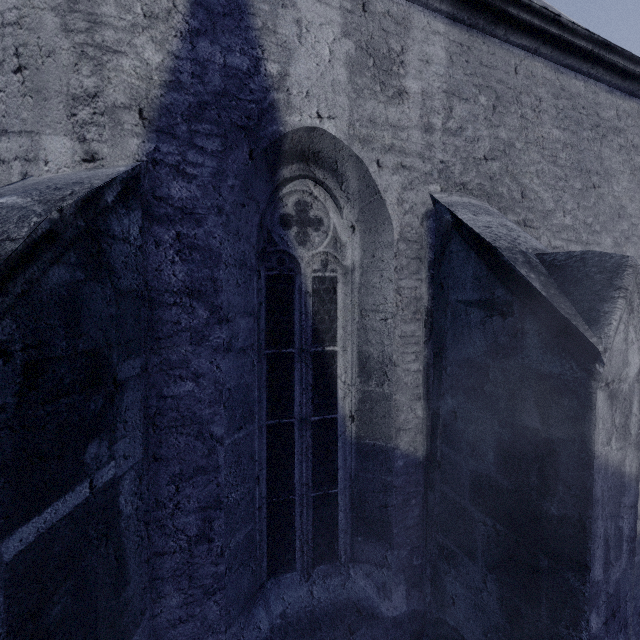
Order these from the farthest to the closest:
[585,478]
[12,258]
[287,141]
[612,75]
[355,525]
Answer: [612,75], [355,525], [287,141], [585,478], [12,258]
